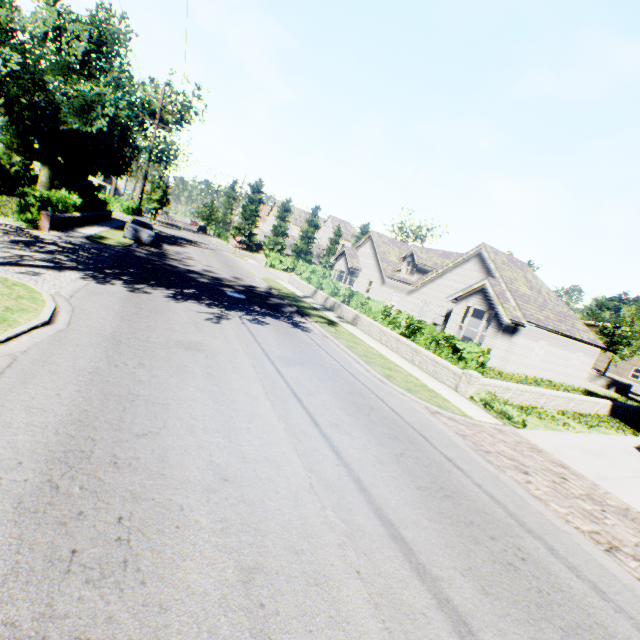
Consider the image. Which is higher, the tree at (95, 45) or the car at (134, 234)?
the tree at (95, 45)

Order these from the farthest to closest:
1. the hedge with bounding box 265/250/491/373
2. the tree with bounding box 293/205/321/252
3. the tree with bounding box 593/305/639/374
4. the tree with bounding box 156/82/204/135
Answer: the tree with bounding box 293/205/321/252 → the tree with bounding box 156/82/204/135 → the tree with bounding box 593/305/639/374 → the hedge with bounding box 265/250/491/373

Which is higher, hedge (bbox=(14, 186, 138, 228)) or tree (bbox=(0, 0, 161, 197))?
tree (bbox=(0, 0, 161, 197))

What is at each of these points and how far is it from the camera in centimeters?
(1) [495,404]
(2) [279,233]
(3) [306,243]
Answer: (1) hedge, 1077cm
(2) tree, 5653cm
(3) tree, 5894cm

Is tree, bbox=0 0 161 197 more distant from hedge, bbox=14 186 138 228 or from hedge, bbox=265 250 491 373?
hedge, bbox=265 250 491 373

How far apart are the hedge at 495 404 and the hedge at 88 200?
27.4 meters

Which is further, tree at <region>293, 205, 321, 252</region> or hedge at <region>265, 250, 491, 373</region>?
tree at <region>293, 205, 321, 252</region>

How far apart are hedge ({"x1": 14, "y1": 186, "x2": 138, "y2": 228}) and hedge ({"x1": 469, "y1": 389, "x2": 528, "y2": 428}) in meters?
27.4 m
